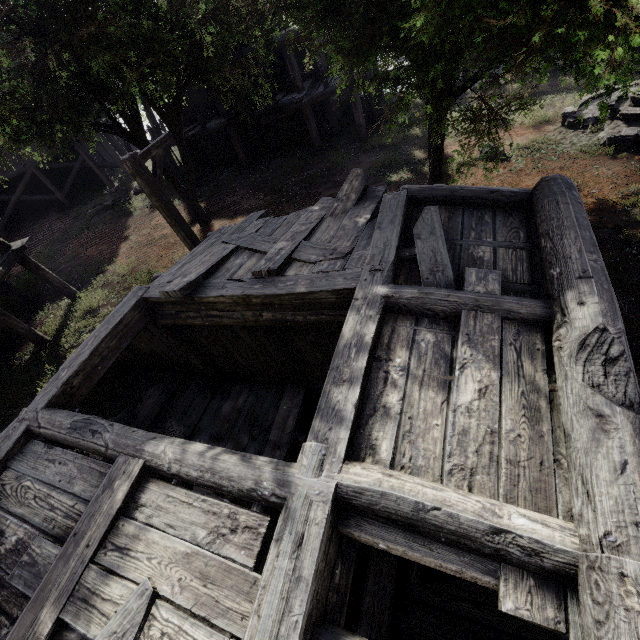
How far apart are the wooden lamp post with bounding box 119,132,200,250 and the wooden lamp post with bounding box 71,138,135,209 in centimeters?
1313cm

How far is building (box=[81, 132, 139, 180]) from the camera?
21.1 meters

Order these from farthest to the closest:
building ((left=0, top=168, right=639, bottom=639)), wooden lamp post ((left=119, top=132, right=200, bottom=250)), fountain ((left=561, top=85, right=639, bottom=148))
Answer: fountain ((left=561, top=85, right=639, bottom=148)) → wooden lamp post ((left=119, top=132, right=200, bottom=250)) → building ((left=0, top=168, right=639, bottom=639))

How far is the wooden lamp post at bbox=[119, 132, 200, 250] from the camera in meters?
7.0

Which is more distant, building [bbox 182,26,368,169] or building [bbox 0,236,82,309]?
building [bbox 182,26,368,169]

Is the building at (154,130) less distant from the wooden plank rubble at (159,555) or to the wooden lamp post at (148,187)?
the wooden plank rubble at (159,555)

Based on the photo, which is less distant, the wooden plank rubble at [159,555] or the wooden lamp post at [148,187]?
the wooden plank rubble at [159,555]

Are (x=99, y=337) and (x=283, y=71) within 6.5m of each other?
no
